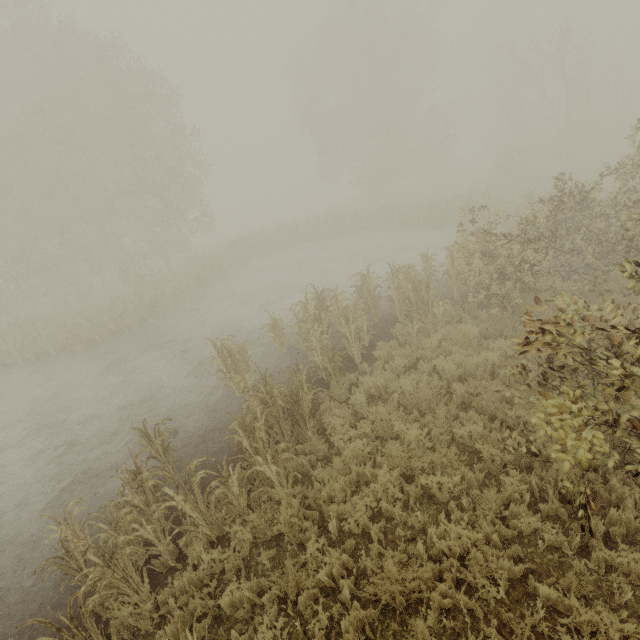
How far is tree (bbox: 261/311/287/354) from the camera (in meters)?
10.66

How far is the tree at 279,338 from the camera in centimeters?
1066cm

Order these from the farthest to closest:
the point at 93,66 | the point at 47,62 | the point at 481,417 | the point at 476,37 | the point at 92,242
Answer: the point at 476,37, the point at 47,62, the point at 92,242, the point at 93,66, the point at 481,417
